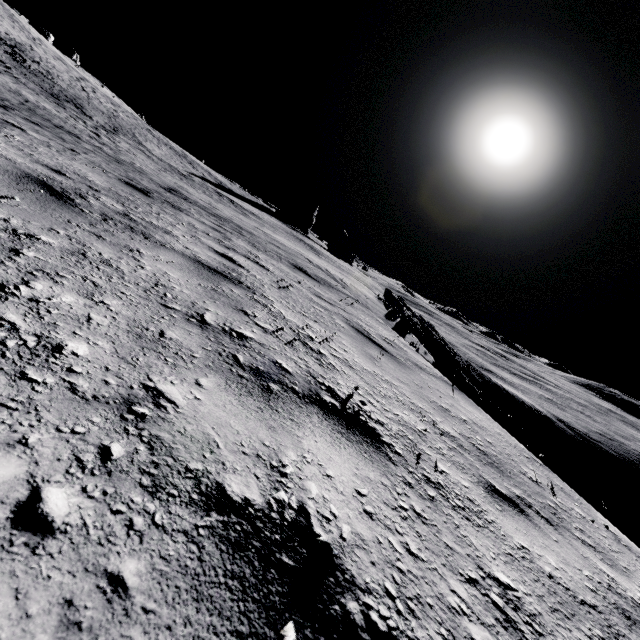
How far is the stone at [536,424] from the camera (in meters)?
49.02

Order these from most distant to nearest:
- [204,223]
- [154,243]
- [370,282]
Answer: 1. [370,282]
2. [204,223]
3. [154,243]

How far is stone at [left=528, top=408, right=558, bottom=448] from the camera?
49.0 meters
